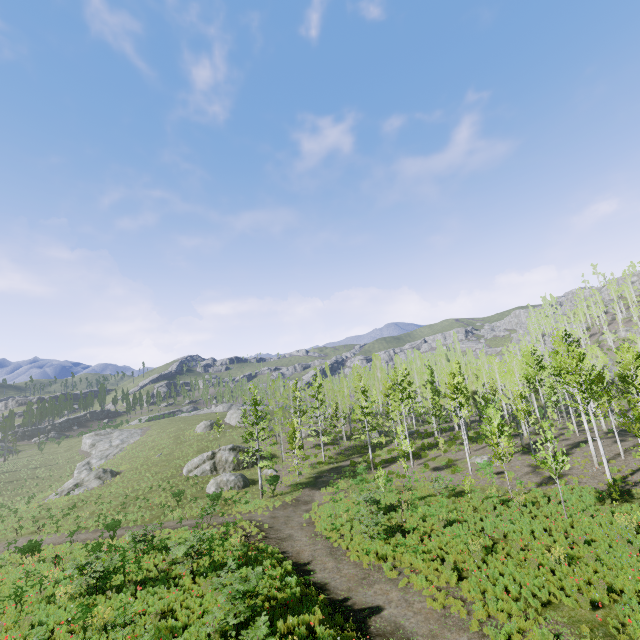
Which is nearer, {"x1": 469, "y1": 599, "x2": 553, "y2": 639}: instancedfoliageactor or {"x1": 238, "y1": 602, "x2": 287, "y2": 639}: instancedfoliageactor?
{"x1": 238, "y1": 602, "x2": 287, "y2": 639}: instancedfoliageactor

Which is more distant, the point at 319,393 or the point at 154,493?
the point at 319,393

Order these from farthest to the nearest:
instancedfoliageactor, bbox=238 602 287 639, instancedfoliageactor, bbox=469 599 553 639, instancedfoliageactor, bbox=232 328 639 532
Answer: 1. instancedfoliageactor, bbox=232 328 639 532
2. instancedfoliageactor, bbox=469 599 553 639
3. instancedfoliageactor, bbox=238 602 287 639

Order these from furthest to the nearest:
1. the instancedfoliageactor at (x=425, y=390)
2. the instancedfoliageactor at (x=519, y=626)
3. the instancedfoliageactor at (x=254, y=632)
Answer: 1. the instancedfoliageactor at (x=425, y=390)
2. the instancedfoliageactor at (x=519, y=626)
3. the instancedfoliageactor at (x=254, y=632)

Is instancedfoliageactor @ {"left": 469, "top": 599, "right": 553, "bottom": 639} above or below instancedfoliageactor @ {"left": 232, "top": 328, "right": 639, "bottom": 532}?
below

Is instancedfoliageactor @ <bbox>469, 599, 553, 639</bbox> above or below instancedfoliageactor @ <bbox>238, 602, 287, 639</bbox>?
below

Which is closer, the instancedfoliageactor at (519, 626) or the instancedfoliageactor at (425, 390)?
the instancedfoliageactor at (519, 626)

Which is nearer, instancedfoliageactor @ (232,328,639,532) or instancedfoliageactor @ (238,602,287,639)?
instancedfoliageactor @ (238,602,287,639)
